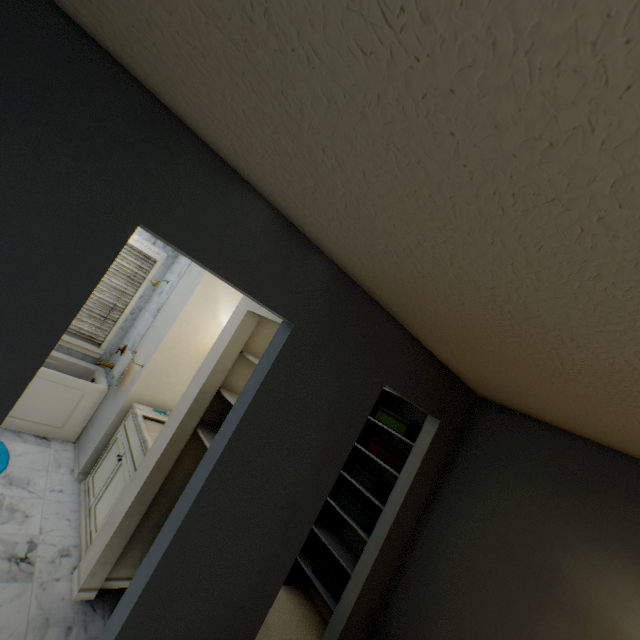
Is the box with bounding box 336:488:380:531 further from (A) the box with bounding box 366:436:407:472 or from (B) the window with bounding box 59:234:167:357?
(B) the window with bounding box 59:234:167:357

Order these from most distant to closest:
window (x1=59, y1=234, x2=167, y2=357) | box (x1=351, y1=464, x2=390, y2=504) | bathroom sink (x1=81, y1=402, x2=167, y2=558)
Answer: → window (x1=59, y1=234, x2=167, y2=357), box (x1=351, y1=464, x2=390, y2=504), bathroom sink (x1=81, y1=402, x2=167, y2=558)

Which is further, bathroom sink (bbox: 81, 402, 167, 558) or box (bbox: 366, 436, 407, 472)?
box (bbox: 366, 436, 407, 472)

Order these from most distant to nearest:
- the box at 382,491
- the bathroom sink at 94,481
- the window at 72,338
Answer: the window at 72,338, the box at 382,491, the bathroom sink at 94,481

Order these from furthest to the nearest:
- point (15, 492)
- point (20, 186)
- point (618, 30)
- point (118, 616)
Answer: point (15, 492) → point (118, 616) → point (20, 186) → point (618, 30)

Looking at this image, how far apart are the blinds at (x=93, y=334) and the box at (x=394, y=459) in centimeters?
352cm

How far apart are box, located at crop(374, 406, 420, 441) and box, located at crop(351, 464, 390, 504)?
0.50m

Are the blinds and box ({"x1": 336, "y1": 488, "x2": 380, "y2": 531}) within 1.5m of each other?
no
